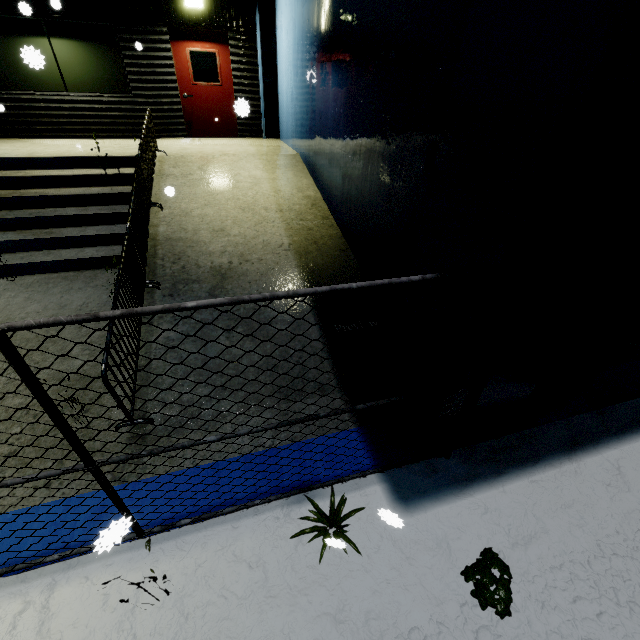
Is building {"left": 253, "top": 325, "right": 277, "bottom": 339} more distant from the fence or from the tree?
the tree

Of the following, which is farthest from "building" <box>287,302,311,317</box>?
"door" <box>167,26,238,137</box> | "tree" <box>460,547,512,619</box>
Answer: "tree" <box>460,547,512,619</box>

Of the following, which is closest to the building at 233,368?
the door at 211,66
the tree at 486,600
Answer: the door at 211,66

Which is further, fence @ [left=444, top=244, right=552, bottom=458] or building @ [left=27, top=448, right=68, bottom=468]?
building @ [left=27, top=448, right=68, bottom=468]

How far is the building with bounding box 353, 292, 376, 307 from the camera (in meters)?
4.79

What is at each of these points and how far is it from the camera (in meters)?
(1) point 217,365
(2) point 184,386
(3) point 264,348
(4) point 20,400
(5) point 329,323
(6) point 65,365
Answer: (1) building, 3.87
(2) building, 3.65
(3) building, 4.10
(4) building, 3.54
(5) building, 4.49
(6) building, 3.99
